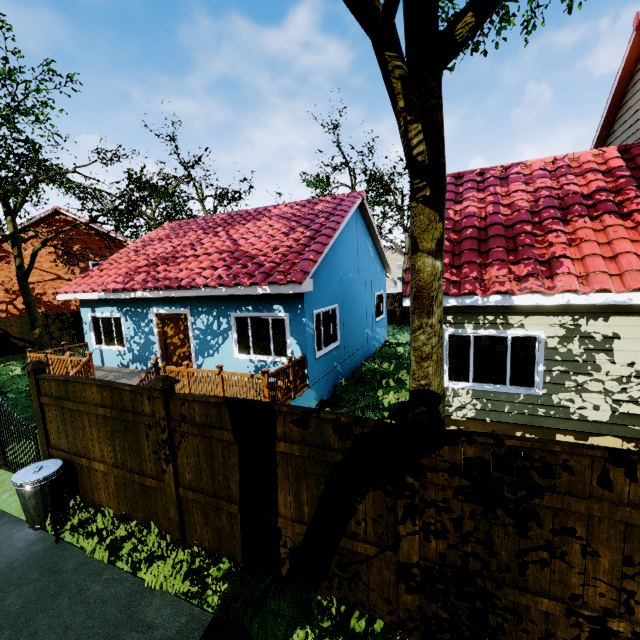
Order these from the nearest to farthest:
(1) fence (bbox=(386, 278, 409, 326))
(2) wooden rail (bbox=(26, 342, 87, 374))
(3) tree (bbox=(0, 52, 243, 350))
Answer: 1. (2) wooden rail (bbox=(26, 342, 87, 374))
2. (3) tree (bbox=(0, 52, 243, 350))
3. (1) fence (bbox=(386, 278, 409, 326))

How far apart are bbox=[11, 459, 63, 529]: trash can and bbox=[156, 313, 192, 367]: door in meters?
5.0

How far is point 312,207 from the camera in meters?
12.4

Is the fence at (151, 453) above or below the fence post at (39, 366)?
below

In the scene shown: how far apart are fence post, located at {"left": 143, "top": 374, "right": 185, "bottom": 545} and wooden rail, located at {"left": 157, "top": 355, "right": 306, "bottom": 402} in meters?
2.6 m

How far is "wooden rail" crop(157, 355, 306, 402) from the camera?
7.3 meters

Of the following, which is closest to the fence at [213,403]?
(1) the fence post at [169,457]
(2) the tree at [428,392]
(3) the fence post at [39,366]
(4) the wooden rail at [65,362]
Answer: (1) the fence post at [169,457]

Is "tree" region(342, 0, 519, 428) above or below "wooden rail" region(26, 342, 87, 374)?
above
